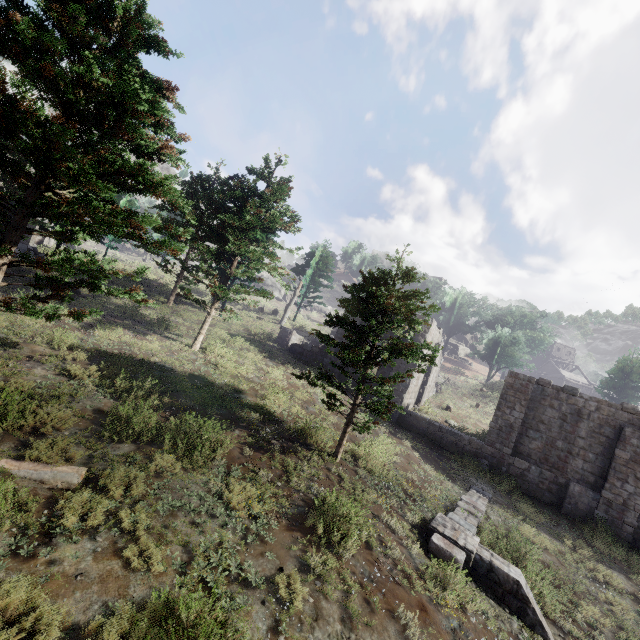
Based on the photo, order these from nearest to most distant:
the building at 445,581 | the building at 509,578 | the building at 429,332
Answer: the building at 445,581
the building at 509,578
the building at 429,332

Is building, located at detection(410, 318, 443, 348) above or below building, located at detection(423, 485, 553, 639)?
above

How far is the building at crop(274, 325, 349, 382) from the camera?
22.2 meters

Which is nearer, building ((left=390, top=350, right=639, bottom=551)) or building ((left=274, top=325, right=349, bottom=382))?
building ((left=390, top=350, right=639, bottom=551))

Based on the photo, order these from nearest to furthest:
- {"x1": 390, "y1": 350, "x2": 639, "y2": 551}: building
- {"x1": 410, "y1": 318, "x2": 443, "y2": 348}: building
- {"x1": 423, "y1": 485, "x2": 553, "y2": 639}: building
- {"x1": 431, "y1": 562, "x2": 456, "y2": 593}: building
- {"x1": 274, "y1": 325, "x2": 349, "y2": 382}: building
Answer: {"x1": 431, "y1": 562, "x2": 456, "y2": 593}: building
{"x1": 423, "y1": 485, "x2": 553, "y2": 639}: building
{"x1": 390, "y1": 350, "x2": 639, "y2": 551}: building
{"x1": 410, "y1": 318, "x2": 443, "y2": 348}: building
{"x1": 274, "y1": 325, "x2": 349, "y2": 382}: building

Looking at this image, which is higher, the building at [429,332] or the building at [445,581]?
the building at [429,332]

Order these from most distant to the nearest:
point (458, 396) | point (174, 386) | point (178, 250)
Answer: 1. point (458, 396)
2. point (174, 386)
3. point (178, 250)
